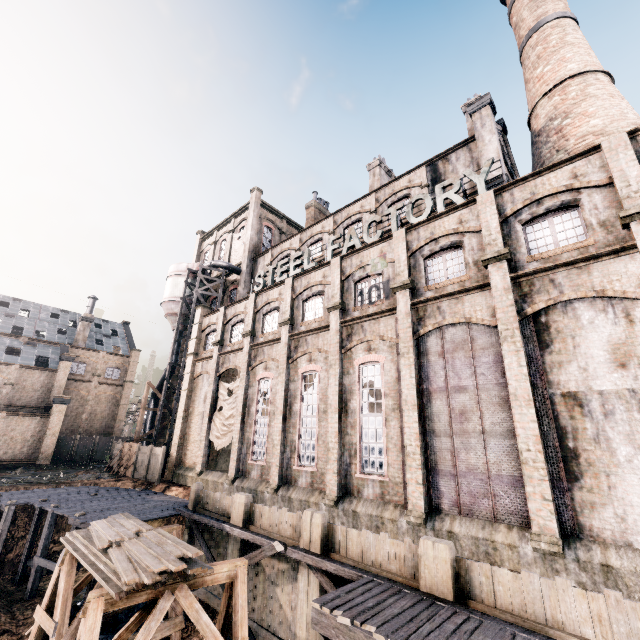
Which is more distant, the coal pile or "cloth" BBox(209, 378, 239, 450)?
"cloth" BBox(209, 378, 239, 450)

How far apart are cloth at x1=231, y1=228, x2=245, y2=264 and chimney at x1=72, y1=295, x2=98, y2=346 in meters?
24.2

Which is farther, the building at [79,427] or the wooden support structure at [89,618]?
the building at [79,427]

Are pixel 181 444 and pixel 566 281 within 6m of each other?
no

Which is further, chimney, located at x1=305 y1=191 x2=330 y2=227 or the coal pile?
chimney, located at x1=305 y1=191 x2=330 y2=227

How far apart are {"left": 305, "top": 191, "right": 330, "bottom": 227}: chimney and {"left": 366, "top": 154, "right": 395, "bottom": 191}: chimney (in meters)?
7.54

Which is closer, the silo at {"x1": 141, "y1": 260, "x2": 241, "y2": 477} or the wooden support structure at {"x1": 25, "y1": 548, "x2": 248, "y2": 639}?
the wooden support structure at {"x1": 25, "y1": 548, "x2": 248, "y2": 639}

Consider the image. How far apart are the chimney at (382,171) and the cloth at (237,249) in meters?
16.2 m
